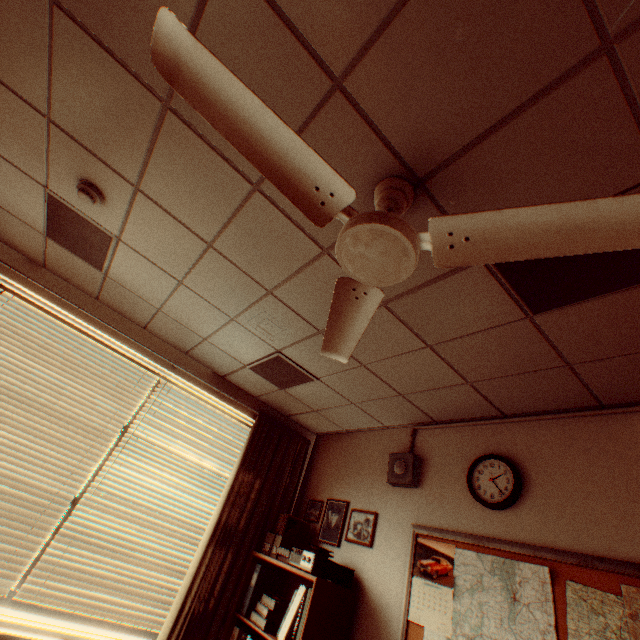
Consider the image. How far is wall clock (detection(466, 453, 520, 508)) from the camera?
2.4m

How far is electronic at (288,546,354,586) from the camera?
2.7m

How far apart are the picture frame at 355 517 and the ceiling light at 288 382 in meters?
1.4

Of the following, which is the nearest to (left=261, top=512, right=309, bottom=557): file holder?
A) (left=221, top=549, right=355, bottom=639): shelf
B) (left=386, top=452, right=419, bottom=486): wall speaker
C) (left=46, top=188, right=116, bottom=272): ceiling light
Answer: (left=221, top=549, right=355, bottom=639): shelf

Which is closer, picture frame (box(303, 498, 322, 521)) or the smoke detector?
the smoke detector

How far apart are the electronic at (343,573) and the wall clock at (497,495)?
1.4m

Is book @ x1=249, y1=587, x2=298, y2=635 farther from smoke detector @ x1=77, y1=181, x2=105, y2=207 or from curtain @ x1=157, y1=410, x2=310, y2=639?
smoke detector @ x1=77, y1=181, x2=105, y2=207

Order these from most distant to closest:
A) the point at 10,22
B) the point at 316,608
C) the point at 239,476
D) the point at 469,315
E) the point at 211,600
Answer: the point at 239,476 → the point at 211,600 → the point at 316,608 → the point at 469,315 → the point at 10,22
